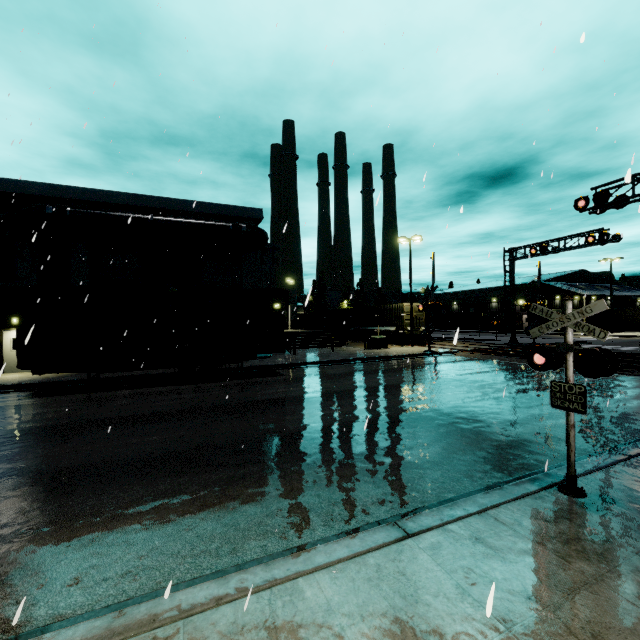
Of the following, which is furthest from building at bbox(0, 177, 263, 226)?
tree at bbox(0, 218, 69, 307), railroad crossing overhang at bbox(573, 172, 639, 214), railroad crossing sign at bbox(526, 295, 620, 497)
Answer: railroad crossing overhang at bbox(573, 172, 639, 214)

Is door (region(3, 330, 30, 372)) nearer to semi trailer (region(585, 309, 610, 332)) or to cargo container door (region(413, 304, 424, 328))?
cargo container door (region(413, 304, 424, 328))

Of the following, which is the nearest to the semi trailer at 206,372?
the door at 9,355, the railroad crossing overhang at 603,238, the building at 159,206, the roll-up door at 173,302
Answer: the building at 159,206

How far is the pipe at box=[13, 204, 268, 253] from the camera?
17.50m

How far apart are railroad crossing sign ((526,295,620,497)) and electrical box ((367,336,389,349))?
22.02m

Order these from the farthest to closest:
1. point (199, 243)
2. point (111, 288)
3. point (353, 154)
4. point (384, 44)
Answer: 1. point (199, 243)
2. point (111, 288)
3. point (353, 154)
4. point (384, 44)

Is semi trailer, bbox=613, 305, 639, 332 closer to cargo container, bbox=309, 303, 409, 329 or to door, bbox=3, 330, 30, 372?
cargo container, bbox=309, 303, 409, 329

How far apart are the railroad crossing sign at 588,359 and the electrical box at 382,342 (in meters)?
22.02
